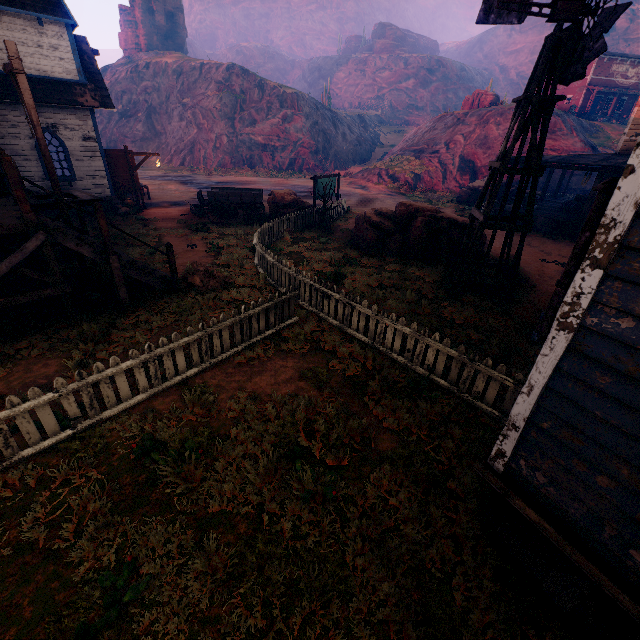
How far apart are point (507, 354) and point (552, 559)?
4.9 meters

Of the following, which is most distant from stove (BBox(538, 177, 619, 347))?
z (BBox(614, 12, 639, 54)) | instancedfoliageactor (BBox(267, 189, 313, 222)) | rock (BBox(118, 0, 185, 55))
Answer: rock (BBox(118, 0, 185, 55))

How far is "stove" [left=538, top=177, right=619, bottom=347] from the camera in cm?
297

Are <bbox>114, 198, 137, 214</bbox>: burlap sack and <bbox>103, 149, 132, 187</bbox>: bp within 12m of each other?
yes

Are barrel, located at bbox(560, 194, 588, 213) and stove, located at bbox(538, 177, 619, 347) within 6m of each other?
no

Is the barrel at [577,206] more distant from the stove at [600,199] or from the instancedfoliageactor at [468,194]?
the stove at [600,199]

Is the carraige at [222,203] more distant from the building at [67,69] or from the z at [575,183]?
the building at [67,69]

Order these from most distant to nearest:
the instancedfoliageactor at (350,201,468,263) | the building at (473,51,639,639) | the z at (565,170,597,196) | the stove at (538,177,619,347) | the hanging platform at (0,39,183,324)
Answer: the z at (565,170,597,196) < the instancedfoliageactor at (350,201,468,263) < the hanging platform at (0,39,183,324) < the stove at (538,177,619,347) < the building at (473,51,639,639)
